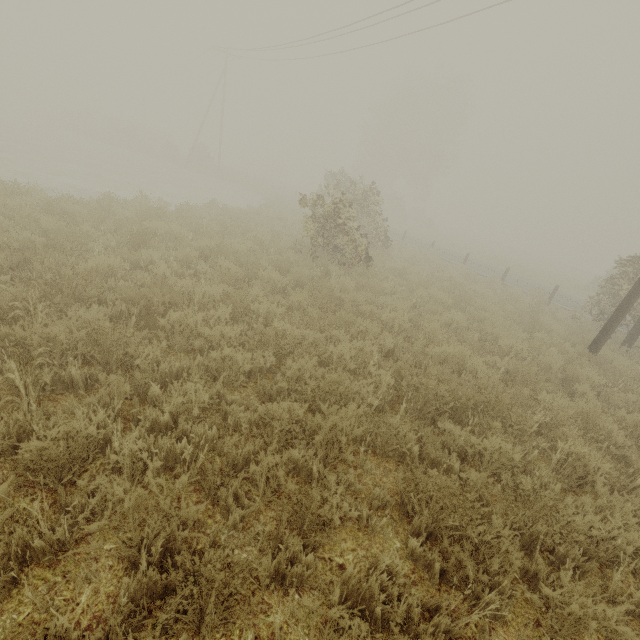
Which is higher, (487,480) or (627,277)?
(627,277)

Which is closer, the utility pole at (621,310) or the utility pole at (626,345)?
the utility pole at (621,310)

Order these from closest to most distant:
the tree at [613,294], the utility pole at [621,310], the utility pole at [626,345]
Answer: the utility pole at [621,310] < the utility pole at [626,345] < the tree at [613,294]

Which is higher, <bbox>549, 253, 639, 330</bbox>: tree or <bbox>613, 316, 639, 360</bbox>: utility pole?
<bbox>549, 253, 639, 330</bbox>: tree

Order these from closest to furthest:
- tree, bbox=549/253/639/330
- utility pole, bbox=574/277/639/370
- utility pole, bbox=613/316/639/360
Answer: utility pole, bbox=574/277/639/370
utility pole, bbox=613/316/639/360
tree, bbox=549/253/639/330

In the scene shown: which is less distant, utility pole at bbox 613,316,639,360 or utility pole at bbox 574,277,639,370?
utility pole at bbox 574,277,639,370

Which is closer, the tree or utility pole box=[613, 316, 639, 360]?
utility pole box=[613, 316, 639, 360]
